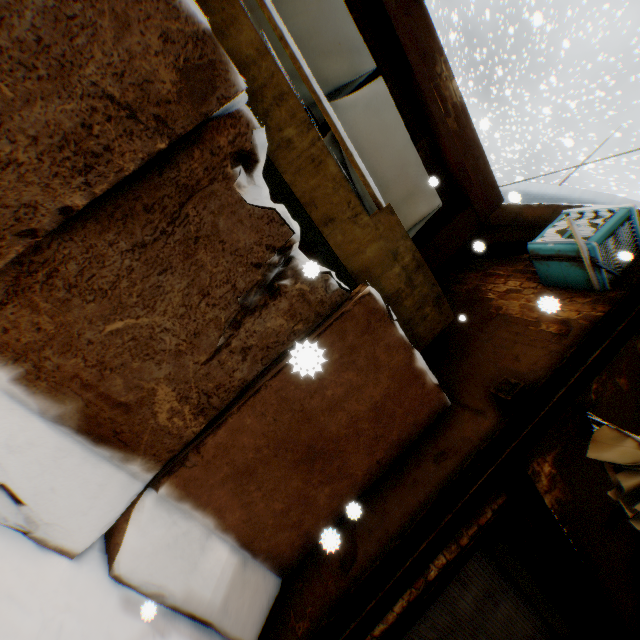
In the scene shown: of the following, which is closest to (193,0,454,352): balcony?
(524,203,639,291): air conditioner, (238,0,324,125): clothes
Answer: (238,0,324,125): clothes

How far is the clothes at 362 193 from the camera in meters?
4.2 m

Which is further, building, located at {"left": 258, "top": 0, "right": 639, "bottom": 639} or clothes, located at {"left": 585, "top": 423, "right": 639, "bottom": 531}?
building, located at {"left": 258, "top": 0, "right": 639, "bottom": 639}

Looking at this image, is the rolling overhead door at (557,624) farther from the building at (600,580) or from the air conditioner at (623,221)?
the air conditioner at (623,221)

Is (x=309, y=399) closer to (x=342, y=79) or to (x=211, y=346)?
(x=211, y=346)

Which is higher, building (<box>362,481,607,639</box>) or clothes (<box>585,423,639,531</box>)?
clothes (<box>585,423,639,531</box>)

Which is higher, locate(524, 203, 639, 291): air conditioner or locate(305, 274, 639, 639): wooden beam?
locate(524, 203, 639, 291): air conditioner

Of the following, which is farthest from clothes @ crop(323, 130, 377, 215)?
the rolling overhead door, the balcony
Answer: the rolling overhead door
